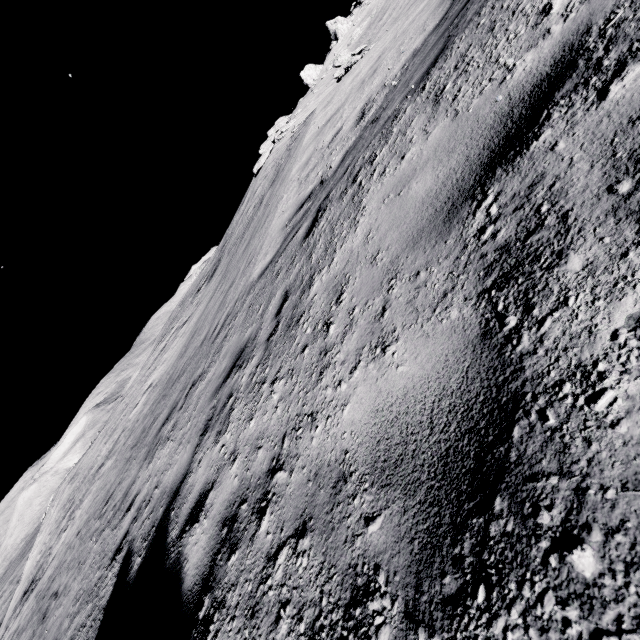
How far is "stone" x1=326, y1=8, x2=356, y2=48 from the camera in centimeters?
4150cm

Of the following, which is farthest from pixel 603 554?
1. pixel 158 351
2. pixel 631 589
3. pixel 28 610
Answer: pixel 158 351

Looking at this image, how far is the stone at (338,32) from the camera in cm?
4150
